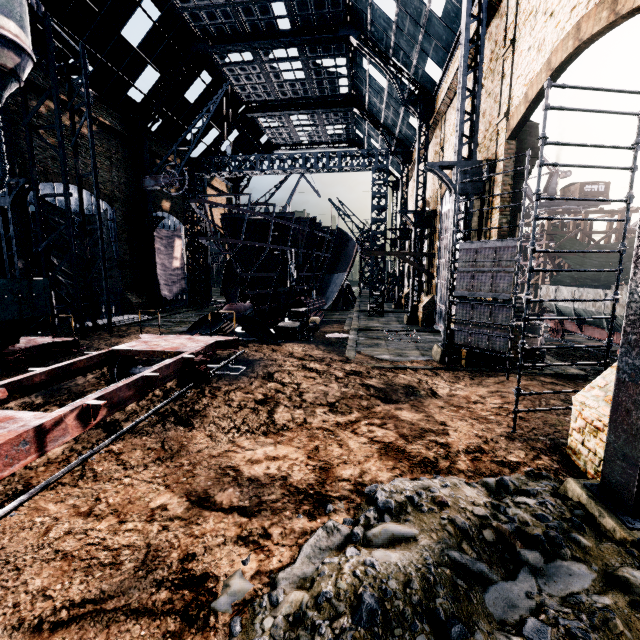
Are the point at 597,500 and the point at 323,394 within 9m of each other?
yes

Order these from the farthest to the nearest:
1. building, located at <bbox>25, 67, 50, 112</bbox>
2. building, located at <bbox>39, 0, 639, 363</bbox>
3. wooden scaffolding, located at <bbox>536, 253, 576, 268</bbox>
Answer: wooden scaffolding, located at <bbox>536, 253, 576, 268</bbox>, building, located at <bbox>25, 67, 50, 112</bbox>, building, located at <bbox>39, 0, 639, 363</bbox>

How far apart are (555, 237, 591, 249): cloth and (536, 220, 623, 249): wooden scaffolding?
0.0 meters

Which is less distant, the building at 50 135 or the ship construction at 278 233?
the ship construction at 278 233

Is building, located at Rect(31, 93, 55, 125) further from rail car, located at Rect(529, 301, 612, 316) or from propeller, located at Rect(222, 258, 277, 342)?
propeller, located at Rect(222, 258, 277, 342)

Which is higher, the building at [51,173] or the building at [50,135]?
the building at [50,135]
